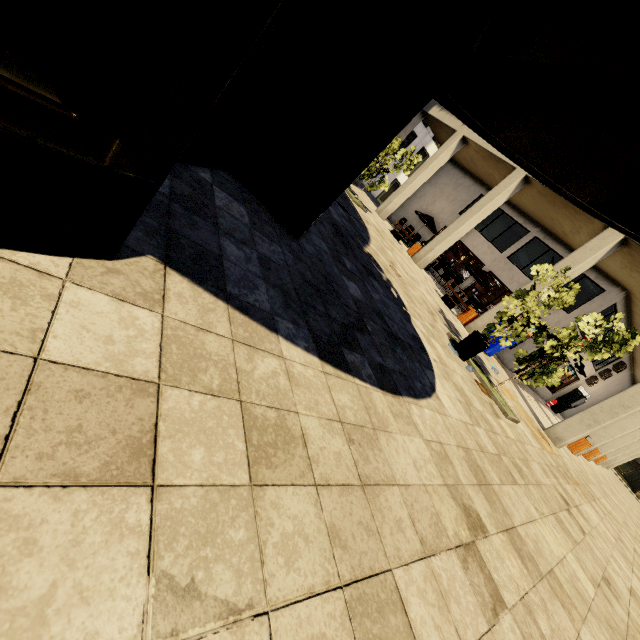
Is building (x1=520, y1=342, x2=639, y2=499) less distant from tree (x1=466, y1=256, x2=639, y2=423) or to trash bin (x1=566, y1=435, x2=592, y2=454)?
trash bin (x1=566, y1=435, x2=592, y2=454)

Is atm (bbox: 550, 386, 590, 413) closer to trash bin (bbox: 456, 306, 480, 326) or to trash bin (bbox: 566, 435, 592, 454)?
trash bin (bbox: 566, 435, 592, 454)

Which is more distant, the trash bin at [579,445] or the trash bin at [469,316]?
the trash bin at [469,316]

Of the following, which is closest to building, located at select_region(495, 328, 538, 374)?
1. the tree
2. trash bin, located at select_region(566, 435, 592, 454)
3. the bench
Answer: trash bin, located at select_region(566, 435, 592, 454)

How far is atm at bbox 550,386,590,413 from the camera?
22.20m

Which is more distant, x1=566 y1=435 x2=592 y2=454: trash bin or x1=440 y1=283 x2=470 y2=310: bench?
x1=440 y1=283 x2=470 y2=310: bench

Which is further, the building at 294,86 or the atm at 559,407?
the atm at 559,407

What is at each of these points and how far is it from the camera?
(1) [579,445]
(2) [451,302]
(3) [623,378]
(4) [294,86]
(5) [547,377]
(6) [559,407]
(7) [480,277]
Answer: (1) trash bin, 13.09m
(2) bench, 14.14m
(3) building, 25.12m
(4) building, 3.44m
(5) tree, 7.43m
(6) atm, 22.83m
(7) umbrella, 16.75m
